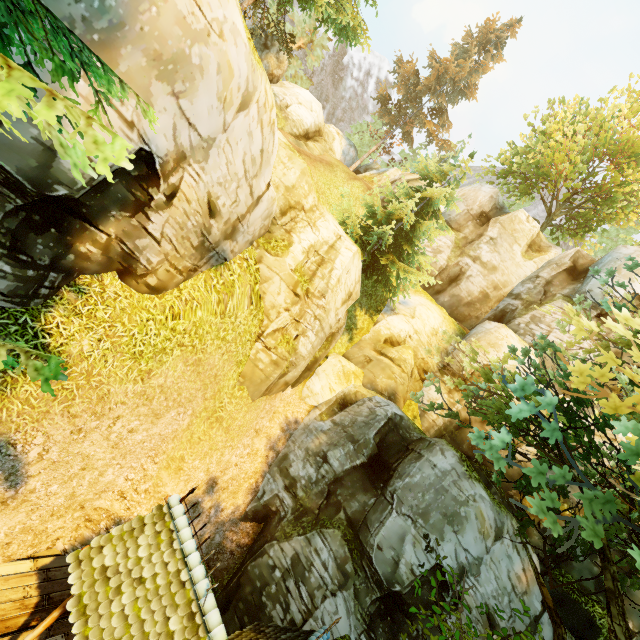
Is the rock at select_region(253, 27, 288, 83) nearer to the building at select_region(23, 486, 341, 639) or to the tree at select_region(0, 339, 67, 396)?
the tree at select_region(0, 339, 67, 396)

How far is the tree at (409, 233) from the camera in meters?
17.2

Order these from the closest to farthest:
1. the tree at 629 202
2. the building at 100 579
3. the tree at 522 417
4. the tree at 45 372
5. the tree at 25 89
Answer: the tree at 25 89 → the tree at 45 372 → the tree at 522 417 → the building at 100 579 → the tree at 629 202

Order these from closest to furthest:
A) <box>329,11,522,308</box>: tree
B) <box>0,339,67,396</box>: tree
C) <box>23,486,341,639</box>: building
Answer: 1. <box>0,339,67,396</box>: tree
2. <box>23,486,341,639</box>: building
3. <box>329,11,522,308</box>: tree

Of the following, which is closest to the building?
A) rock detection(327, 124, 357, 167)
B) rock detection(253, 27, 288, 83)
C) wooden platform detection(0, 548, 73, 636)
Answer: wooden platform detection(0, 548, 73, 636)

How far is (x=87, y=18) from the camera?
4.2 meters

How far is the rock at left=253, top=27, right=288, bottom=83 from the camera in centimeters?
2448cm

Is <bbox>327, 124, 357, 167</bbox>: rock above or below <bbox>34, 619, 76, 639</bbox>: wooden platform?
above
